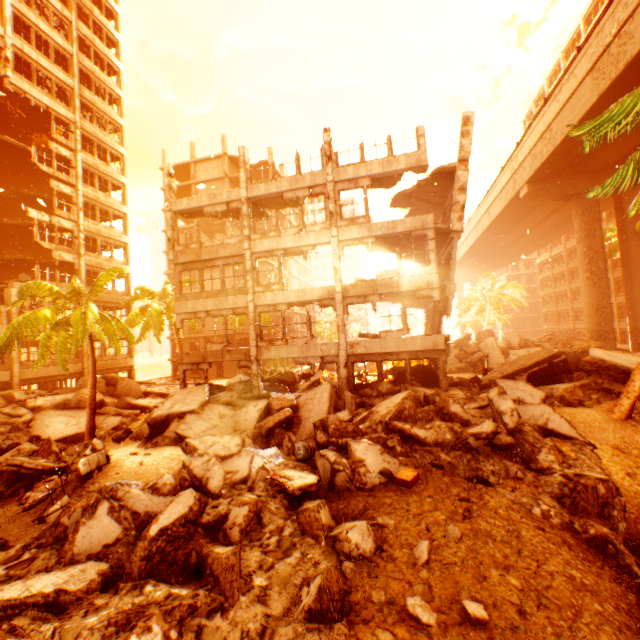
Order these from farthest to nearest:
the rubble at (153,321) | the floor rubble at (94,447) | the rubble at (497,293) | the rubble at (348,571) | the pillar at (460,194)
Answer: the rubble at (497,293) < the pillar at (460,194) < the rubble at (153,321) < the floor rubble at (94,447) < the rubble at (348,571)

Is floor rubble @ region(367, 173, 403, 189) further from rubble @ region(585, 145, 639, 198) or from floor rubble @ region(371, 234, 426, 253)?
rubble @ region(585, 145, 639, 198)

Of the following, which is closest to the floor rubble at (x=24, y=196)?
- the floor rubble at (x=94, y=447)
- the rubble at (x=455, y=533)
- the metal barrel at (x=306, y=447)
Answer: the floor rubble at (x=94, y=447)

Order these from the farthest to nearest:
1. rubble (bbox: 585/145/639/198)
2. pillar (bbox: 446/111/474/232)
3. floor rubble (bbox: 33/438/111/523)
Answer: pillar (bbox: 446/111/474/232), floor rubble (bbox: 33/438/111/523), rubble (bbox: 585/145/639/198)

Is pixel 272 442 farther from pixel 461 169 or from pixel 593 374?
pixel 461 169

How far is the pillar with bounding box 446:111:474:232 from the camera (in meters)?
15.84

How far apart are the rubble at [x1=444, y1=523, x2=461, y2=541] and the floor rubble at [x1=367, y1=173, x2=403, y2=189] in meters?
15.3 m
